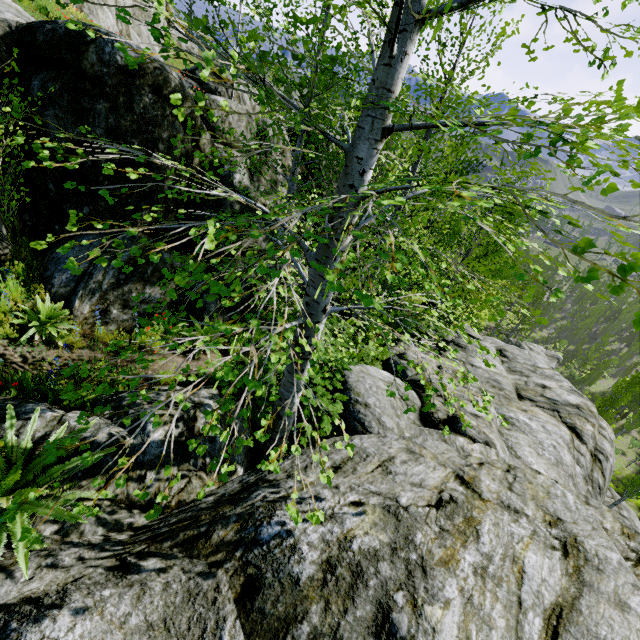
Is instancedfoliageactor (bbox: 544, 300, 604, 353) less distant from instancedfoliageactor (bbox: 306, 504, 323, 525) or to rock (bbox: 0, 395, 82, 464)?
rock (bbox: 0, 395, 82, 464)

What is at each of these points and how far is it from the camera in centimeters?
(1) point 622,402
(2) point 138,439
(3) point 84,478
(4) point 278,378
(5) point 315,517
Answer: (1) instancedfoliageactor, 2783cm
(2) rock, 412cm
(3) rock, 362cm
(4) instancedfoliageactor, 516cm
(5) instancedfoliageactor, 212cm

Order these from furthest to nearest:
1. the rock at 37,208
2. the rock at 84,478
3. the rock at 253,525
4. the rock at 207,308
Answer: the rock at 207,308 → the rock at 37,208 → the rock at 84,478 → the rock at 253,525

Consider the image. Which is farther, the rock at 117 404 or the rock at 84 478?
the rock at 117 404

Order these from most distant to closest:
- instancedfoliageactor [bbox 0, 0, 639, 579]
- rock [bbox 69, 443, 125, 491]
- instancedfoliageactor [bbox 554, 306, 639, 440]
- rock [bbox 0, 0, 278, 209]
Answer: instancedfoliageactor [bbox 554, 306, 639, 440]
rock [bbox 0, 0, 278, 209]
rock [bbox 69, 443, 125, 491]
instancedfoliageactor [bbox 0, 0, 639, 579]

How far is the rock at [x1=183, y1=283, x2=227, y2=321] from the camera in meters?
7.7 m

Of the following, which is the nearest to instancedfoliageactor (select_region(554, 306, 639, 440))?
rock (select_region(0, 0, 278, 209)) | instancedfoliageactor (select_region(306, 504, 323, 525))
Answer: rock (select_region(0, 0, 278, 209))
